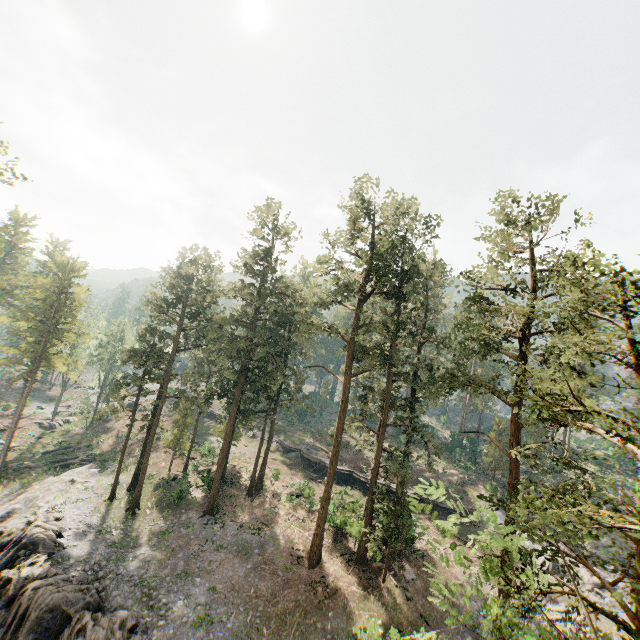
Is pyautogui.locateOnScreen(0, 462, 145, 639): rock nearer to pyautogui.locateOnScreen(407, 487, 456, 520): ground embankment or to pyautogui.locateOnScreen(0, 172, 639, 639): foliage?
pyautogui.locateOnScreen(0, 172, 639, 639): foliage

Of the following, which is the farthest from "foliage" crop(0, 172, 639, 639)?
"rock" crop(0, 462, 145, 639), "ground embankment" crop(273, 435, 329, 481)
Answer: "rock" crop(0, 462, 145, 639)

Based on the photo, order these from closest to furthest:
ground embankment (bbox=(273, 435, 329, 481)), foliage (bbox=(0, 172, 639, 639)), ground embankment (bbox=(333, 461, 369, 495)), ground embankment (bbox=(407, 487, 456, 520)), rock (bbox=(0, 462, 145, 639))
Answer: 1. foliage (bbox=(0, 172, 639, 639))
2. rock (bbox=(0, 462, 145, 639))
3. ground embankment (bbox=(407, 487, 456, 520))
4. ground embankment (bbox=(333, 461, 369, 495))
5. ground embankment (bbox=(273, 435, 329, 481))

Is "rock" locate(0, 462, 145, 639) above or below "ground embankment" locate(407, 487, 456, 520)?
below

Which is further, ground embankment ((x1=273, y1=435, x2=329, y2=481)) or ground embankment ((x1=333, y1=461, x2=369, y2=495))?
ground embankment ((x1=273, y1=435, x2=329, y2=481))

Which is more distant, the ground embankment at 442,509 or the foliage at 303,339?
the ground embankment at 442,509

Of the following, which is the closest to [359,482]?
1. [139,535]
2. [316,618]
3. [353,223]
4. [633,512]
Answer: [316,618]

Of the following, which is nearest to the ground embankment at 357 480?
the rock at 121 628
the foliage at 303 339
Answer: the foliage at 303 339
